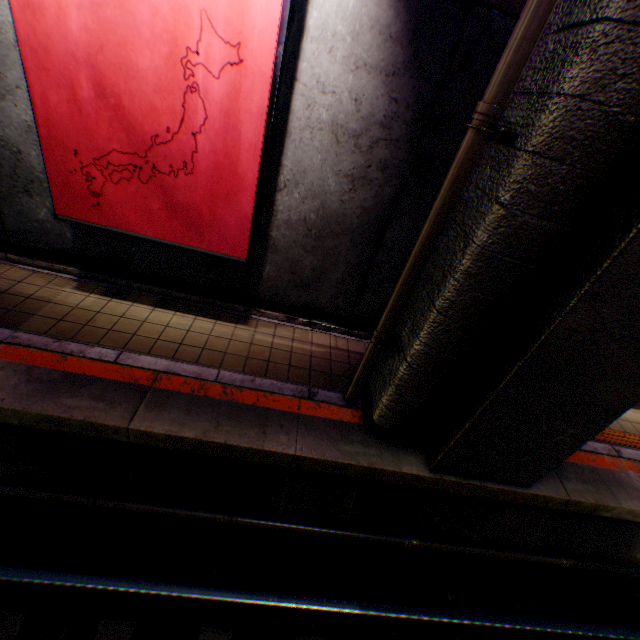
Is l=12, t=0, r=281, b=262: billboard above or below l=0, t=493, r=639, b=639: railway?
above

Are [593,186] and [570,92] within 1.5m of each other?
yes

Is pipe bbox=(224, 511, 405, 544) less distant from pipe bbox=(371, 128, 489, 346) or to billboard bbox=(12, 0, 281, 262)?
pipe bbox=(371, 128, 489, 346)

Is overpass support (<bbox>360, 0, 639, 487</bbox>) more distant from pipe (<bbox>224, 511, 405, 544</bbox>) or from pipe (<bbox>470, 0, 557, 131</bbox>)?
pipe (<bbox>224, 511, 405, 544</bbox>)

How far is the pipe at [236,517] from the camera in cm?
417

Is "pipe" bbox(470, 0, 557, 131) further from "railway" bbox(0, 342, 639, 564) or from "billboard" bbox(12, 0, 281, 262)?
"billboard" bbox(12, 0, 281, 262)

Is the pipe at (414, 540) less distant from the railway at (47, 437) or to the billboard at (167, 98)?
the railway at (47, 437)

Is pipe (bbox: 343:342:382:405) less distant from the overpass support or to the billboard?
the overpass support
